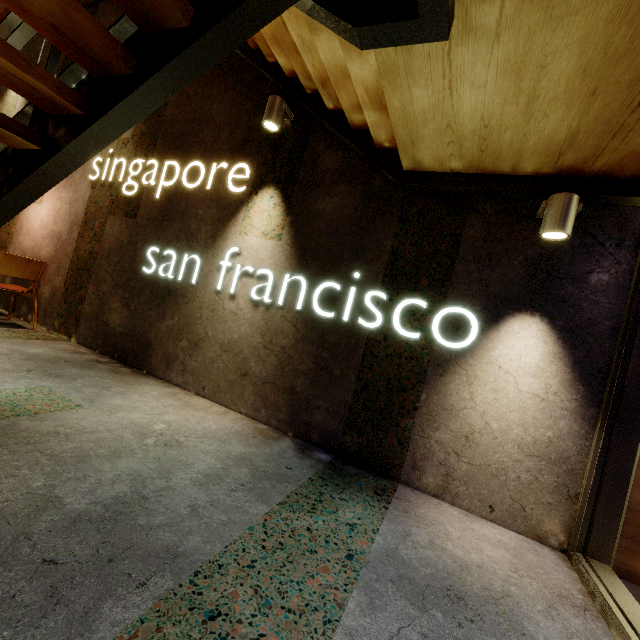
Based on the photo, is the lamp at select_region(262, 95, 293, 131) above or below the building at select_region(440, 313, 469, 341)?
above

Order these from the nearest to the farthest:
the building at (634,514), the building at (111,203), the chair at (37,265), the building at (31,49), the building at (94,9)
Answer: the building at (111,203) < the building at (634,514) < the chair at (37,265) < the building at (94,9) < the building at (31,49)

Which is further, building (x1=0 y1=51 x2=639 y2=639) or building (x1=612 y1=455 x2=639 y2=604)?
building (x1=612 y1=455 x2=639 y2=604)

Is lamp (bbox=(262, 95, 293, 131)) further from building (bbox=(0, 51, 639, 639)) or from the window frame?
the window frame

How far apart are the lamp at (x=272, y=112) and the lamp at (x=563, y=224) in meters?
2.2 m

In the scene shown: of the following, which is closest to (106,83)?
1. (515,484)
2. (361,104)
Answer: (361,104)

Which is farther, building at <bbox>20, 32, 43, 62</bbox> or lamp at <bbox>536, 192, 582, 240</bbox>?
building at <bbox>20, 32, 43, 62</bbox>

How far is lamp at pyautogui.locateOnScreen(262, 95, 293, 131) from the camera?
2.81m
